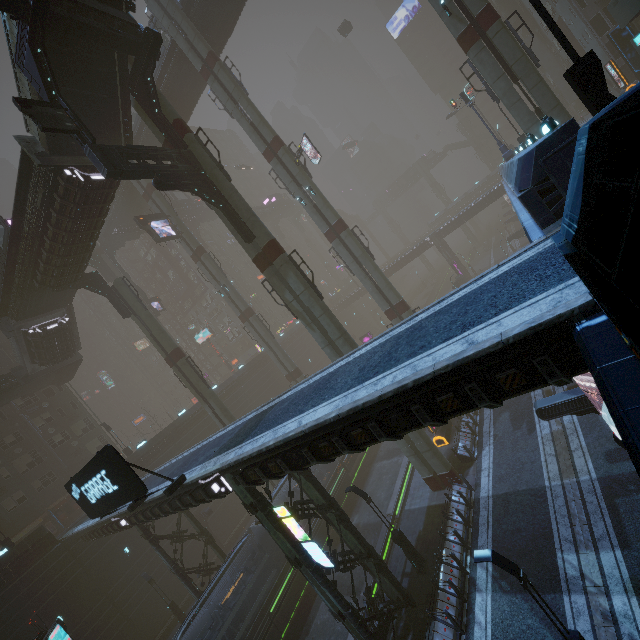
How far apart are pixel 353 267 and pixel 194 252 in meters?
19.7

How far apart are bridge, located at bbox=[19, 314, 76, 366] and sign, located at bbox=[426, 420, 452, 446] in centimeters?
3447cm

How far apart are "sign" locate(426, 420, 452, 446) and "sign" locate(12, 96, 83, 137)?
27.7 meters

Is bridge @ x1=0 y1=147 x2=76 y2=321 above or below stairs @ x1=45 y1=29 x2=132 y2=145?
below

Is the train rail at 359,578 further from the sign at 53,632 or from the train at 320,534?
the sign at 53,632

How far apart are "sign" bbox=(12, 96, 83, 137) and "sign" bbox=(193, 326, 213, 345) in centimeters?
4725cm

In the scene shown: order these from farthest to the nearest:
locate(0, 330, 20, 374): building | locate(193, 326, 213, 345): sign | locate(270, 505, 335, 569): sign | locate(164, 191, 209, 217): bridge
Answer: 1. locate(193, 326, 213, 345): sign
2. locate(164, 191, 209, 217): bridge
3. locate(0, 330, 20, 374): building
4. locate(270, 505, 335, 569): sign

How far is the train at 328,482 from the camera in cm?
2691
